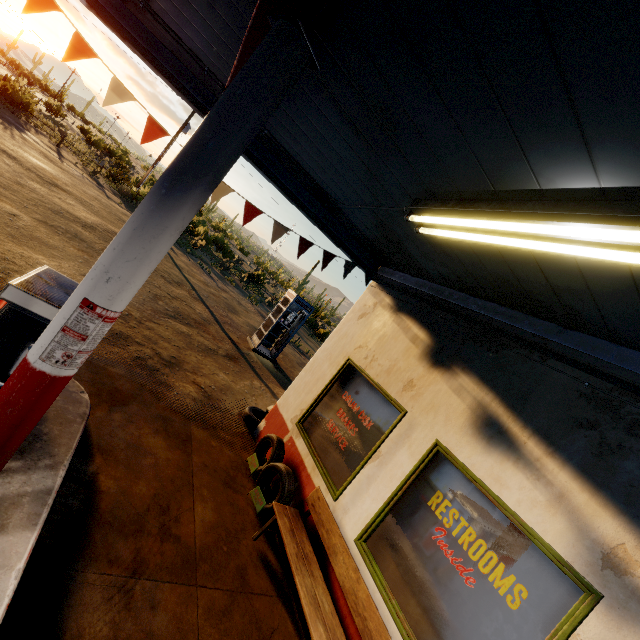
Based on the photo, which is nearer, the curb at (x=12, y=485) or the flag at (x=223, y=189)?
the curb at (x=12, y=485)

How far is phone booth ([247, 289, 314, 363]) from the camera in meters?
12.2 m

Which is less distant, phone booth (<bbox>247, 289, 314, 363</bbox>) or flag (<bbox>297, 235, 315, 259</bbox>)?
flag (<bbox>297, 235, 315, 259</bbox>)

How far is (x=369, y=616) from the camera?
3.2m

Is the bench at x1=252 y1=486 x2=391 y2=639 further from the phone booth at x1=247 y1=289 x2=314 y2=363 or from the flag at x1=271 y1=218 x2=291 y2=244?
the phone booth at x1=247 y1=289 x2=314 y2=363

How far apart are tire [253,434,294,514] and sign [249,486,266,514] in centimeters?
6cm

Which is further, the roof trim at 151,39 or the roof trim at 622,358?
the roof trim at 151,39

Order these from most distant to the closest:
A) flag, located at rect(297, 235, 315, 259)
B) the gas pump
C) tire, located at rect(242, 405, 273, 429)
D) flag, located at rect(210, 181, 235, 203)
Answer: tire, located at rect(242, 405, 273, 429)
flag, located at rect(297, 235, 315, 259)
flag, located at rect(210, 181, 235, 203)
the gas pump
